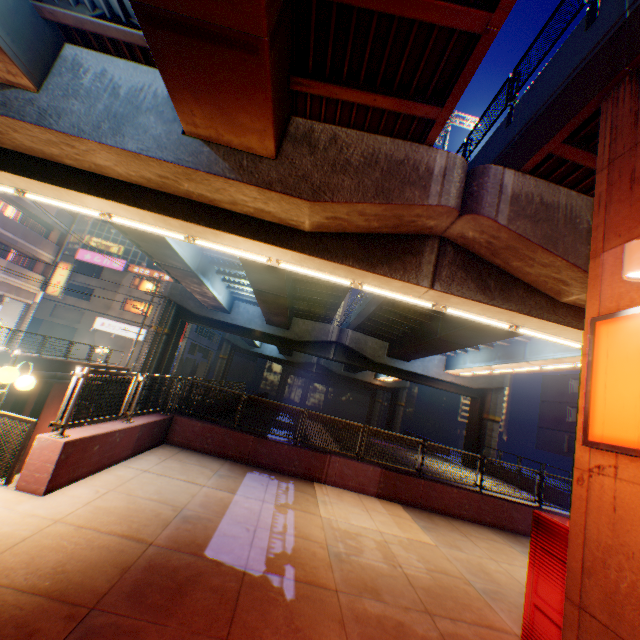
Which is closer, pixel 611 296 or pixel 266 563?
pixel 611 296

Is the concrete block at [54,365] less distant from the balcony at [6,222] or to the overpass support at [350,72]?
the overpass support at [350,72]

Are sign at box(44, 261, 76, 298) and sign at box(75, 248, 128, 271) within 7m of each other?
no

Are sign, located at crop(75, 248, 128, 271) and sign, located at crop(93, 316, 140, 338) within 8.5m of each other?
yes

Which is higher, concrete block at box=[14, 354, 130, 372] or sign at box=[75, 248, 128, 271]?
sign at box=[75, 248, 128, 271]

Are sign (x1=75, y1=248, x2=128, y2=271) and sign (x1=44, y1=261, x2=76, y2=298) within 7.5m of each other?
no

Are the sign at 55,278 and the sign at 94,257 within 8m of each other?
no

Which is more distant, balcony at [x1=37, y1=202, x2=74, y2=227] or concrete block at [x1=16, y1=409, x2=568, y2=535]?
balcony at [x1=37, y1=202, x2=74, y2=227]
